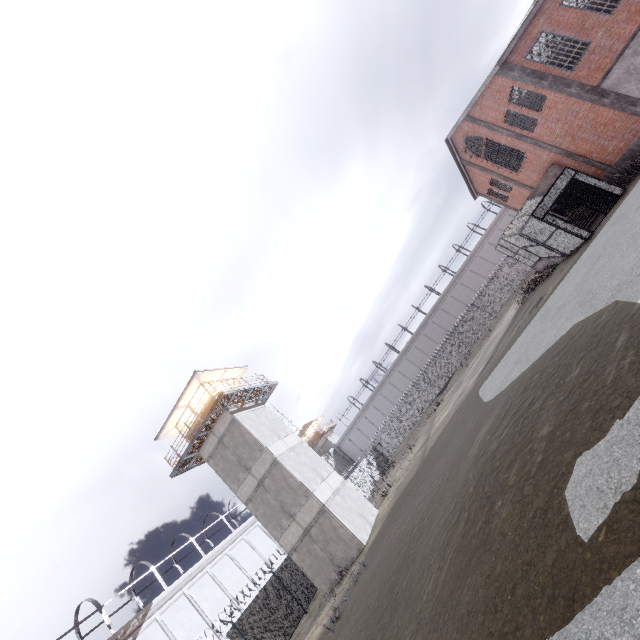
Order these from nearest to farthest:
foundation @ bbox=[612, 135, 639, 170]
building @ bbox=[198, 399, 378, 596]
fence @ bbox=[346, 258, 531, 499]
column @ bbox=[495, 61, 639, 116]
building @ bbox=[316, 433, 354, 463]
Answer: column @ bbox=[495, 61, 639, 116] < foundation @ bbox=[612, 135, 639, 170] < building @ bbox=[198, 399, 378, 596] < fence @ bbox=[346, 258, 531, 499] < building @ bbox=[316, 433, 354, 463]

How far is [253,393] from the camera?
24.5 meters

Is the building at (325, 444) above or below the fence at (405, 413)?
above

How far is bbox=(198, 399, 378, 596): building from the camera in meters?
18.6

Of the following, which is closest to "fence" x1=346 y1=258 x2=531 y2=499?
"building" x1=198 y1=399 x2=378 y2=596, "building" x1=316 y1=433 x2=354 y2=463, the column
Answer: "building" x1=198 y1=399 x2=378 y2=596

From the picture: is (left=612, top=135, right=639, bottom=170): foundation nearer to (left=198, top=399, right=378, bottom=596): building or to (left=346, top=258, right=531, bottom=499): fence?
(left=346, top=258, right=531, bottom=499): fence

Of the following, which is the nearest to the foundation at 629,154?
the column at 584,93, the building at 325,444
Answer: the column at 584,93

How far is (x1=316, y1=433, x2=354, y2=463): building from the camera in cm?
5597
